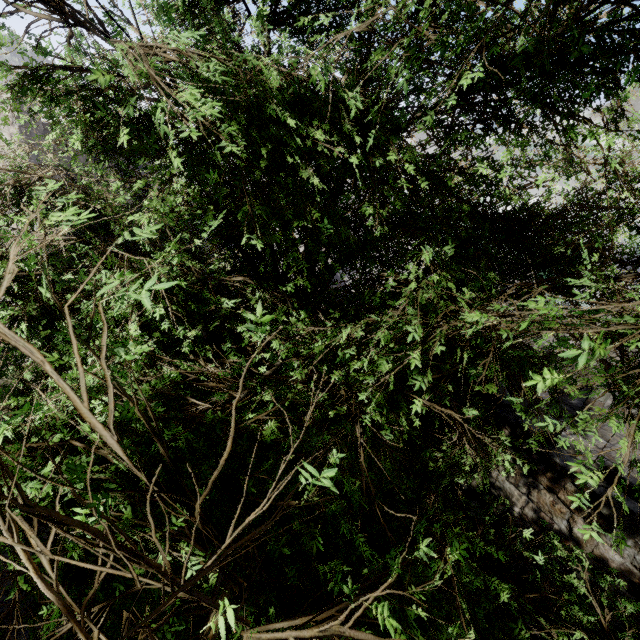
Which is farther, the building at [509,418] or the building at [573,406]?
the building at [573,406]

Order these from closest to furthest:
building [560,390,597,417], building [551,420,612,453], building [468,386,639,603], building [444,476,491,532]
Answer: building [468,386,639,603] → building [444,476,491,532] → building [551,420,612,453] → building [560,390,597,417]

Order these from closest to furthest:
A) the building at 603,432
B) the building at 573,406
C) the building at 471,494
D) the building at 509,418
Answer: the building at 509,418 → the building at 471,494 → the building at 603,432 → the building at 573,406

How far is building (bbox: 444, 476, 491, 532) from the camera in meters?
6.2 m

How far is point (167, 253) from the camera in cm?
136

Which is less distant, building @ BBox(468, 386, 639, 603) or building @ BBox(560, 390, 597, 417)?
building @ BBox(468, 386, 639, 603)
